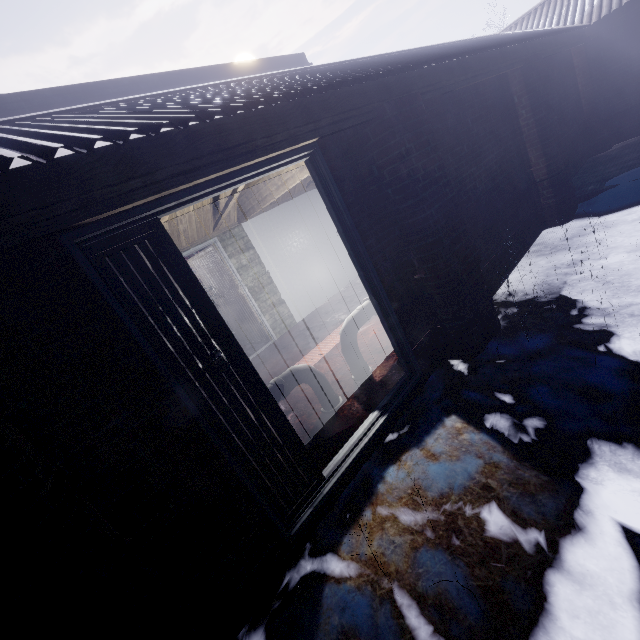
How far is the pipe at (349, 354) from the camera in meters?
3.1

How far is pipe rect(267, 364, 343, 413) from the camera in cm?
257

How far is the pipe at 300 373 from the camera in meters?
2.6

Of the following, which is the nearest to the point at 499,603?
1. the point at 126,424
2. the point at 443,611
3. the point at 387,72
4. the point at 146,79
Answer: the point at 443,611

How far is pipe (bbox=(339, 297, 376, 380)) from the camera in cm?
306
